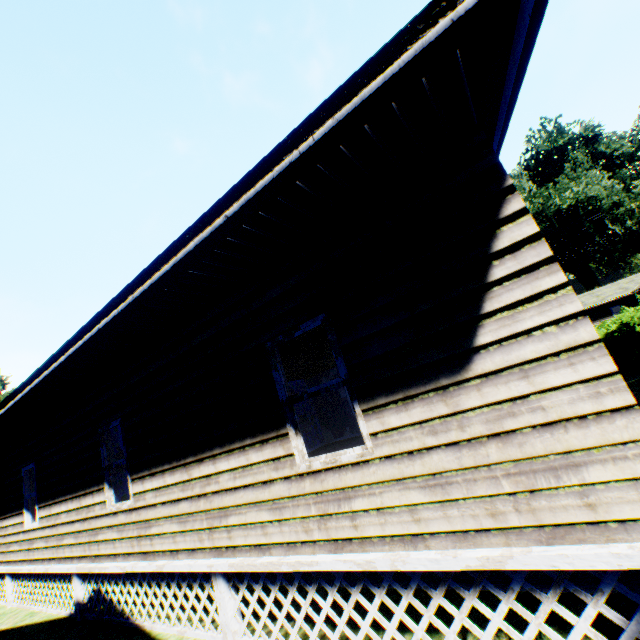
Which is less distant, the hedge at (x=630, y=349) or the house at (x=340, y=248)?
the house at (x=340, y=248)

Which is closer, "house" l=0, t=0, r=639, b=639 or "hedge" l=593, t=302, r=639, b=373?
"house" l=0, t=0, r=639, b=639

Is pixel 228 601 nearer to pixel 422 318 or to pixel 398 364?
pixel 398 364
